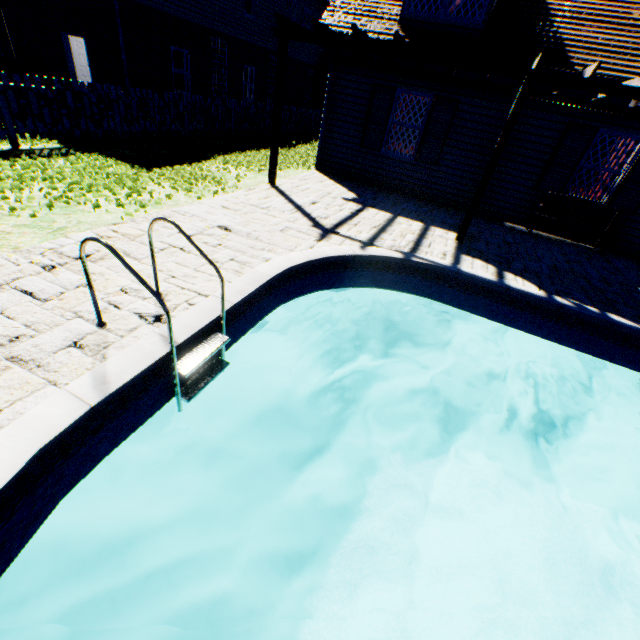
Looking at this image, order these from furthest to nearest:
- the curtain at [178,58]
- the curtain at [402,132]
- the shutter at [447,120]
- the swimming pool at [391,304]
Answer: the curtain at [178,58]
the curtain at [402,132]
the shutter at [447,120]
the swimming pool at [391,304]

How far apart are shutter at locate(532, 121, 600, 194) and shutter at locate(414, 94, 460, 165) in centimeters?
256cm

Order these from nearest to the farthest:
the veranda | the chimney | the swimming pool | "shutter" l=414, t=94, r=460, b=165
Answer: the swimming pool
the veranda
"shutter" l=414, t=94, r=460, b=165
the chimney

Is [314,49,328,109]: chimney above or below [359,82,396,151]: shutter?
above

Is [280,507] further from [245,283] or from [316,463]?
[245,283]

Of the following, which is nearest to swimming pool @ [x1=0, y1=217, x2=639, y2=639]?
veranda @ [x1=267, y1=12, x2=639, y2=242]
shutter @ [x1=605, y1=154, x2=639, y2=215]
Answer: veranda @ [x1=267, y1=12, x2=639, y2=242]

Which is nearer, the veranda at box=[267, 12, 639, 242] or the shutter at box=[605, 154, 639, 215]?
the veranda at box=[267, 12, 639, 242]

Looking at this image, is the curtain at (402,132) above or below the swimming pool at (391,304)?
above
